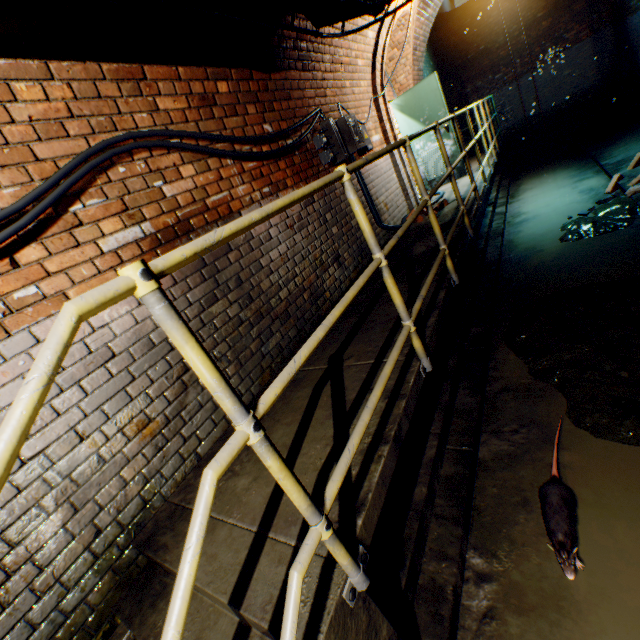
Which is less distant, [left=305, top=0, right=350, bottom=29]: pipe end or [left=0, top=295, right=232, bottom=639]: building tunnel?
[left=0, top=295, right=232, bottom=639]: building tunnel

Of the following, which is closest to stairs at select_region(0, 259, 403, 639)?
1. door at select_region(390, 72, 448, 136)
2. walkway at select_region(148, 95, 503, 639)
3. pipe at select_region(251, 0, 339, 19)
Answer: walkway at select_region(148, 95, 503, 639)

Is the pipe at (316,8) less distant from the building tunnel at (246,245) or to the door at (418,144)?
the building tunnel at (246,245)

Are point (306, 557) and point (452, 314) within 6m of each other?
yes

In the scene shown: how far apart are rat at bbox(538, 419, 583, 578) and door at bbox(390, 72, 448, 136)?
6.7 meters

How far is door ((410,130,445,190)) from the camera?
7.1 meters

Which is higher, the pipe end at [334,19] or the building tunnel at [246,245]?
the pipe end at [334,19]

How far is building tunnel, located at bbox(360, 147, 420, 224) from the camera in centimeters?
→ 532cm
